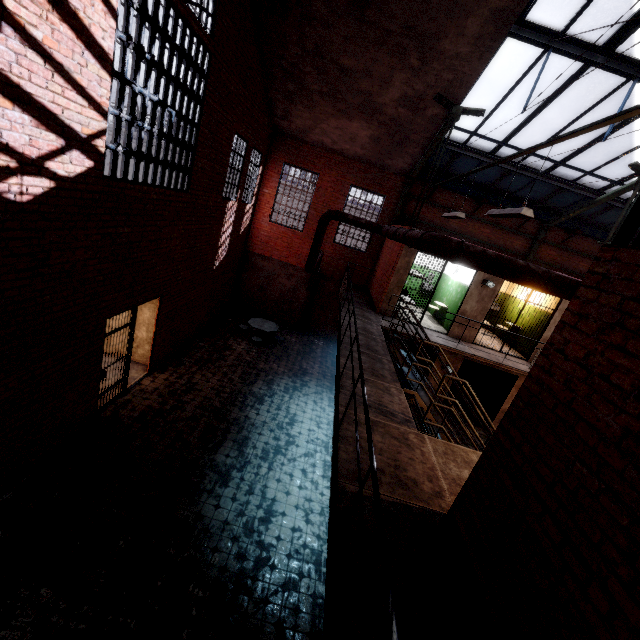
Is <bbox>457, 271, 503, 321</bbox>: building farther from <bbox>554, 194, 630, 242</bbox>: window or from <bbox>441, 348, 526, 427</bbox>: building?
<bbox>554, 194, 630, 242</bbox>: window

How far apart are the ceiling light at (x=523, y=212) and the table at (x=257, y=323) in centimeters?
868cm

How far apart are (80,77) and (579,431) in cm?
667

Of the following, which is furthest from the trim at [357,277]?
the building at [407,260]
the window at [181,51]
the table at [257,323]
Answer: the window at [181,51]

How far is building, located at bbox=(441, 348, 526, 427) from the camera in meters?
11.4

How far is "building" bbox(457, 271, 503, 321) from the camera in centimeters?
1050cm

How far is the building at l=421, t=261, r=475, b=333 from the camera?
11.46m

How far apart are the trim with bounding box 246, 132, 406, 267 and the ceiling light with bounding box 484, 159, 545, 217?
8.73m
